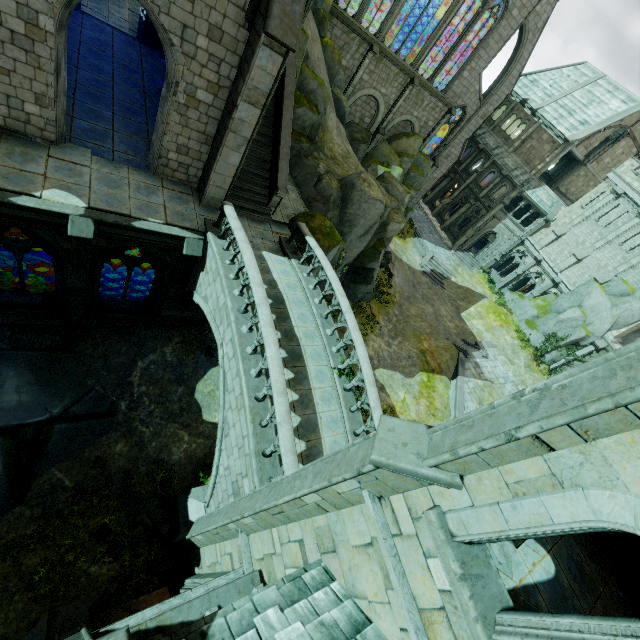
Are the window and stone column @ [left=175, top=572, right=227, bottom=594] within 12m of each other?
no

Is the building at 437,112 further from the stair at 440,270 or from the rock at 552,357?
the rock at 552,357

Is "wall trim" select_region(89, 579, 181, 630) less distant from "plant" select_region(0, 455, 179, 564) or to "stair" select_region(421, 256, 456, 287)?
"plant" select_region(0, 455, 179, 564)

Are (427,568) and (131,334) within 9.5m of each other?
no

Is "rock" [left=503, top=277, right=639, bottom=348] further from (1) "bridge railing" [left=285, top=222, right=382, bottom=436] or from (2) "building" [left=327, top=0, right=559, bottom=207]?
(1) "bridge railing" [left=285, top=222, right=382, bottom=436]

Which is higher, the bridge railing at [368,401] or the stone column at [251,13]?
the stone column at [251,13]

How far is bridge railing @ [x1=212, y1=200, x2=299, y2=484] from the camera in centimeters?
729cm

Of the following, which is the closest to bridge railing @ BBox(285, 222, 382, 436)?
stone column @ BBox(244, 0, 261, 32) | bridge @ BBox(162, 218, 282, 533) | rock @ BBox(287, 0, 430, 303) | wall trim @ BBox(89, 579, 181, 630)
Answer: bridge @ BBox(162, 218, 282, 533)
